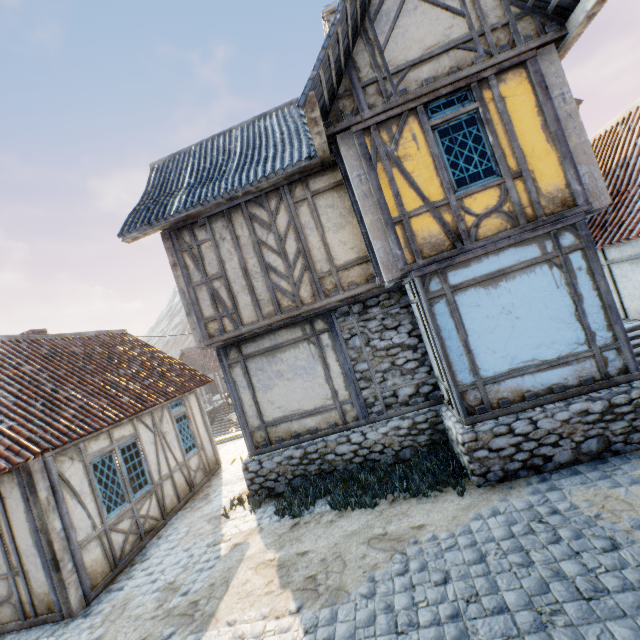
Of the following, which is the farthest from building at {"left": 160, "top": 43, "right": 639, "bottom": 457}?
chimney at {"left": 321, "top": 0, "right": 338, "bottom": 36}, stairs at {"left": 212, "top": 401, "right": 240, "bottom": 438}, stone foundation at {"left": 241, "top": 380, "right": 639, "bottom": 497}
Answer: stairs at {"left": 212, "top": 401, "right": 240, "bottom": 438}

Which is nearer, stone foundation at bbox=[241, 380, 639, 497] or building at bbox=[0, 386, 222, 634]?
stone foundation at bbox=[241, 380, 639, 497]

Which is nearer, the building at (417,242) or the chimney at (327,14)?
the building at (417,242)

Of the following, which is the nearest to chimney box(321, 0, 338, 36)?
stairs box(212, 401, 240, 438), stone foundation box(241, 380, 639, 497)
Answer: stone foundation box(241, 380, 639, 497)

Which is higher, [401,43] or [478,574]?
[401,43]

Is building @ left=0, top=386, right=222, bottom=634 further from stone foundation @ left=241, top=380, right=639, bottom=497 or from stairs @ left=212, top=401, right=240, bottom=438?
stairs @ left=212, top=401, right=240, bottom=438

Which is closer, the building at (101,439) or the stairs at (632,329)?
the building at (101,439)

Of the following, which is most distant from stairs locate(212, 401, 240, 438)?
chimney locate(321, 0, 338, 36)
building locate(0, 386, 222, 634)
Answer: chimney locate(321, 0, 338, 36)
